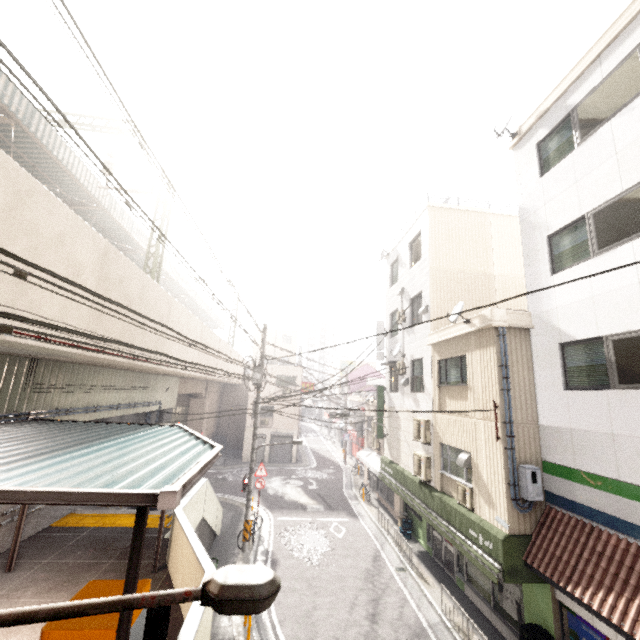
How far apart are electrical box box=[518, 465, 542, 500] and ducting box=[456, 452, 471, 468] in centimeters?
150cm

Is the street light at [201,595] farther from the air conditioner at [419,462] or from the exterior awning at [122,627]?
the air conditioner at [419,462]

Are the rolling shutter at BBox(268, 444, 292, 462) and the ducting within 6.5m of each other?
no

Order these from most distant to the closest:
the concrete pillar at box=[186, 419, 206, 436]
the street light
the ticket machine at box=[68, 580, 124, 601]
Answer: the concrete pillar at box=[186, 419, 206, 436] → the ticket machine at box=[68, 580, 124, 601] → the street light

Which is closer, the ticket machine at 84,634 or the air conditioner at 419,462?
the ticket machine at 84,634

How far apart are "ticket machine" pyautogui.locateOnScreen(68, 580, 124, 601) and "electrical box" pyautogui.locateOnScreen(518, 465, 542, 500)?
8.3m

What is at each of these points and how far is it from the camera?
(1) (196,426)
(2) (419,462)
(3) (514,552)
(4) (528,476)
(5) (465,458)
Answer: (1) concrete pillar, 27.4 meters
(2) air conditioner, 12.5 meters
(3) awning, 7.8 meters
(4) electrical box, 8.0 meters
(5) ducting, 9.7 meters

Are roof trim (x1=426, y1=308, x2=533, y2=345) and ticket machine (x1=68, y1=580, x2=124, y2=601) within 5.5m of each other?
no
